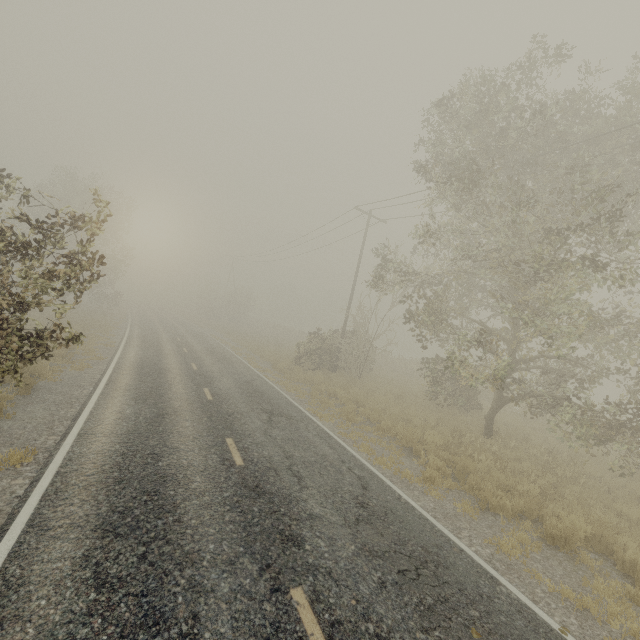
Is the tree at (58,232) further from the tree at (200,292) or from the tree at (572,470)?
the tree at (200,292)

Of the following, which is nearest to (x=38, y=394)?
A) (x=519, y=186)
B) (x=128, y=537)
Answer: (x=128, y=537)

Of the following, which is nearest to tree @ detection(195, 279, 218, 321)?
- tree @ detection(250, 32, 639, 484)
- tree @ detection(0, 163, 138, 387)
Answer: tree @ detection(0, 163, 138, 387)

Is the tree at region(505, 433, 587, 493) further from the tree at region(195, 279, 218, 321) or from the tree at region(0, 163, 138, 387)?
the tree at region(195, 279, 218, 321)

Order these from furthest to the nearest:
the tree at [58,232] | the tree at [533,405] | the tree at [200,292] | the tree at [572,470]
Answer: the tree at [200,292] < the tree at [572,470] < the tree at [533,405] < the tree at [58,232]
